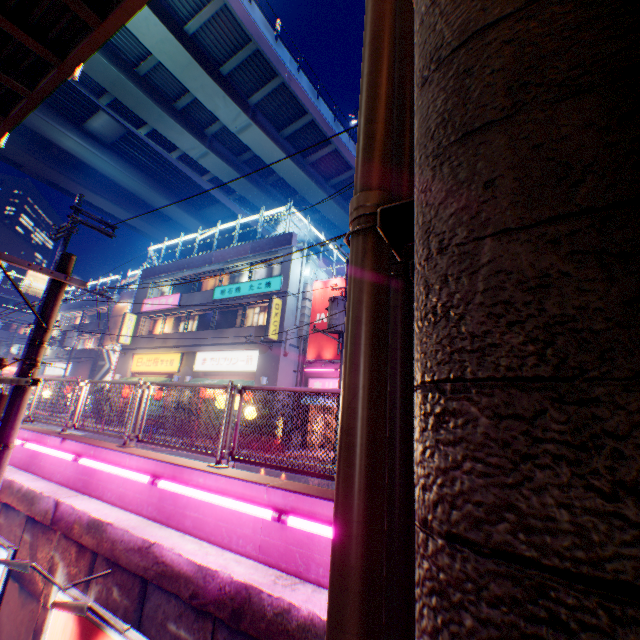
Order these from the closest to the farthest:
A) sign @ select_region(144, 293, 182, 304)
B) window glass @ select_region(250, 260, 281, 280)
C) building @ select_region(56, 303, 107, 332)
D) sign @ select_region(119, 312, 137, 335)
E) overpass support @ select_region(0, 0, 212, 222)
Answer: overpass support @ select_region(0, 0, 212, 222) → window glass @ select_region(250, 260, 281, 280) → sign @ select_region(144, 293, 182, 304) → sign @ select_region(119, 312, 137, 335) → building @ select_region(56, 303, 107, 332)

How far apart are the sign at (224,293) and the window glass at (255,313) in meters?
0.7 m

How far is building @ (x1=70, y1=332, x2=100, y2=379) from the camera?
33.4 meters

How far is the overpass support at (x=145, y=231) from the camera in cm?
3909

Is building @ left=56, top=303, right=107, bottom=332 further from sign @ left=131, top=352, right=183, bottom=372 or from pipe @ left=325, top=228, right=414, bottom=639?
pipe @ left=325, top=228, right=414, bottom=639

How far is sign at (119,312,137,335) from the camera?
25.3m

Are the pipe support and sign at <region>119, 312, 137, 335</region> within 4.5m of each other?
no

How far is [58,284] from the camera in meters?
4.7 m
